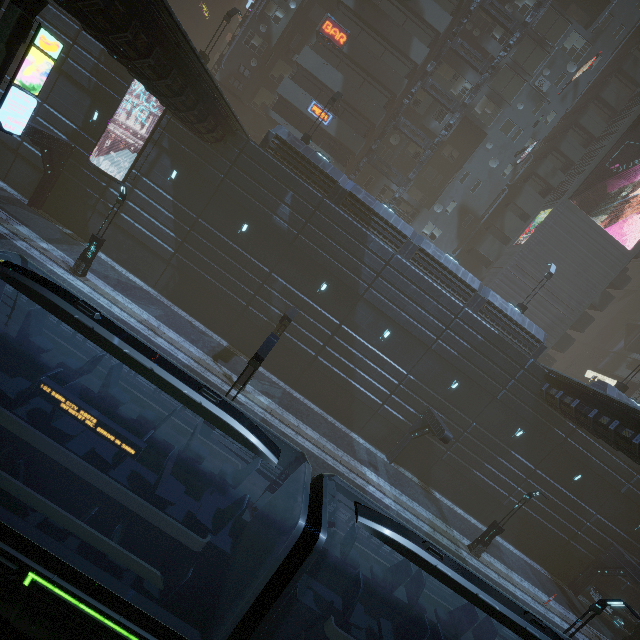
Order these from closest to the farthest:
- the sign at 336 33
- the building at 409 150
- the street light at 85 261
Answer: the street light at 85 261 < the sign at 336 33 < the building at 409 150

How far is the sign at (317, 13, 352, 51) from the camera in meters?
27.7

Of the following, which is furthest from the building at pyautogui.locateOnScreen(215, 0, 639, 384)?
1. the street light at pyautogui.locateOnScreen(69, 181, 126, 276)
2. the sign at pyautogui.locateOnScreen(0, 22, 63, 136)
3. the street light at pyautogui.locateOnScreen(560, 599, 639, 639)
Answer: the street light at pyautogui.locateOnScreen(69, 181, 126, 276)

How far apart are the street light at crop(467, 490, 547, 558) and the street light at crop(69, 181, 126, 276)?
27.48m

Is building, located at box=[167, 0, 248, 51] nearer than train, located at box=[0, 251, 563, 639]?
No

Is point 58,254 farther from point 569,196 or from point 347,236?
point 569,196

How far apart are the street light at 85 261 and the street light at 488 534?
27.5m

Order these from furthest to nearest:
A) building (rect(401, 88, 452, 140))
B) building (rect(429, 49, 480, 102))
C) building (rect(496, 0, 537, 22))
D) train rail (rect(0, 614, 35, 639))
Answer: building (rect(401, 88, 452, 140)) < building (rect(429, 49, 480, 102)) < building (rect(496, 0, 537, 22)) < train rail (rect(0, 614, 35, 639))
